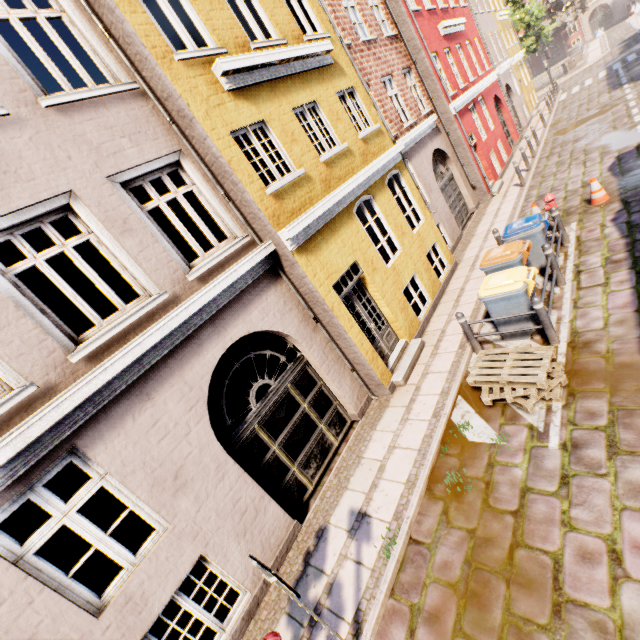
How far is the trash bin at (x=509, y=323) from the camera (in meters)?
6.23

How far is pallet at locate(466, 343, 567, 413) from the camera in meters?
5.0 m

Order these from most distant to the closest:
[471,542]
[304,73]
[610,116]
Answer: [610,116] < [304,73] < [471,542]

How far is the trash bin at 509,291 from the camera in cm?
605

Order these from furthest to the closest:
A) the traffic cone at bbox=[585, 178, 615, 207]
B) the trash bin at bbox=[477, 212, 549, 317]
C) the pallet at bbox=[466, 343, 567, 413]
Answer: the traffic cone at bbox=[585, 178, 615, 207] → the trash bin at bbox=[477, 212, 549, 317] → the pallet at bbox=[466, 343, 567, 413]

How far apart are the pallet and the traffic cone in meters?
6.3

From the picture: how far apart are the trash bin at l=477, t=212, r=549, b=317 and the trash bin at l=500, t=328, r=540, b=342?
0.42m

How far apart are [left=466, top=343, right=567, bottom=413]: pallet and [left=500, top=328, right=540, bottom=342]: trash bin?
0.67m
